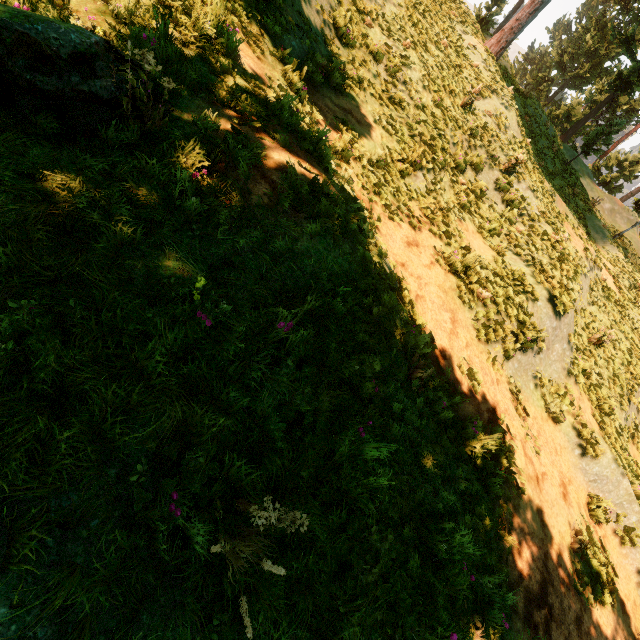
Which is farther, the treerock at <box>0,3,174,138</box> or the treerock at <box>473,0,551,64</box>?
the treerock at <box>473,0,551,64</box>

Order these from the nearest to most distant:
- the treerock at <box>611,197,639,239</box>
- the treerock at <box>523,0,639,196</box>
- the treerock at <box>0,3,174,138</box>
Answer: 1. the treerock at <box>0,3,174,138</box>
2. the treerock at <box>611,197,639,239</box>
3. the treerock at <box>523,0,639,196</box>

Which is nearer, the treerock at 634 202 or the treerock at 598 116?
the treerock at 634 202

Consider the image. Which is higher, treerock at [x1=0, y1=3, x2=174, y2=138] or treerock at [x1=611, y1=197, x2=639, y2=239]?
treerock at [x1=611, y1=197, x2=639, y2=239]

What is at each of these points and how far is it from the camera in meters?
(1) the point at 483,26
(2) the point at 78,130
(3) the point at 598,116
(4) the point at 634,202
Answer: (1) treerock, 33.7 m
(2) treerock, 2.8 m
(3) treerock, 42.8 m
(4) treerock, 52.8 m
